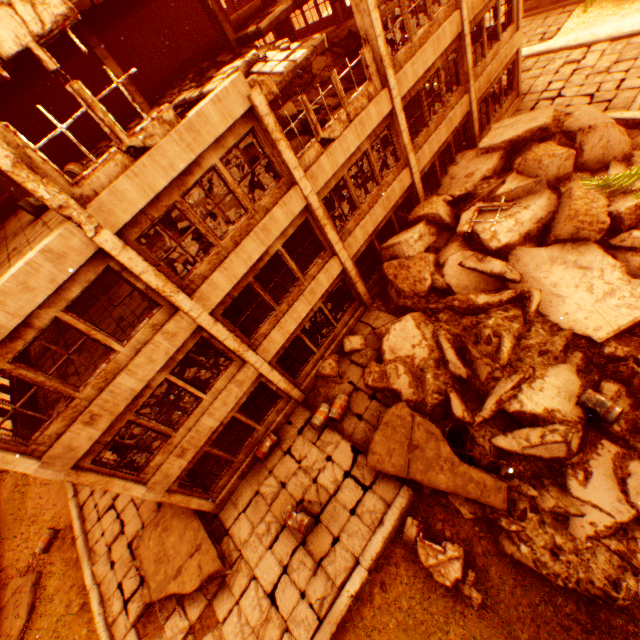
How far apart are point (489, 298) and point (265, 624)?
12.0 meters

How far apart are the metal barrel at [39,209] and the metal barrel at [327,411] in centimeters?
1021cm

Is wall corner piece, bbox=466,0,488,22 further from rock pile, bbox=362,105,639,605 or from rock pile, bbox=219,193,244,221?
rock pile, bbox=362,105,639,605

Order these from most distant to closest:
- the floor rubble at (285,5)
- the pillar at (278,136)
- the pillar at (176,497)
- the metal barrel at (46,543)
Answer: the metal barrel at (46,543), the floor rubble at (285,5), the pillar at (176,497), the pillar at (278,136)

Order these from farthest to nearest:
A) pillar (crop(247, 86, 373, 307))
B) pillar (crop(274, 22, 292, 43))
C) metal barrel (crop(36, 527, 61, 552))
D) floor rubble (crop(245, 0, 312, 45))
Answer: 1. pillar (crop(274, 22, 292, 43))
2. metal barrel (crop(36, 527, 61, 552))
3. floor rubble (crop(245, 0, 312, 45))
4. pillar (crop(247, 86, 373, 307))

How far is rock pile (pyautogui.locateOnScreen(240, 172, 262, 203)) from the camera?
10.0 meters

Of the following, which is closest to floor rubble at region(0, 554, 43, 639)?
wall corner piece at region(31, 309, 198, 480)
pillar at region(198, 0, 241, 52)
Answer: wall corner piece at region(31, 309, 198, 480)
